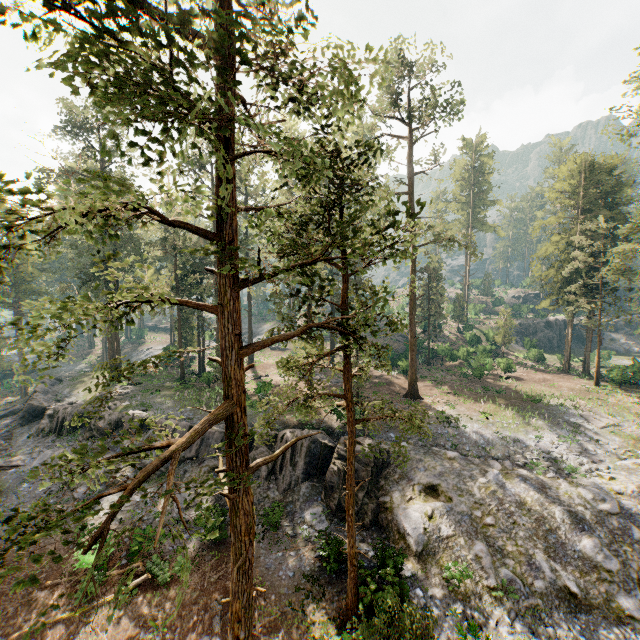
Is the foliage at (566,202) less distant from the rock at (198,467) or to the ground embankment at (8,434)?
the rock at (198,467)

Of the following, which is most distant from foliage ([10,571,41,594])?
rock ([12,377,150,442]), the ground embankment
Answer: the ground embankment

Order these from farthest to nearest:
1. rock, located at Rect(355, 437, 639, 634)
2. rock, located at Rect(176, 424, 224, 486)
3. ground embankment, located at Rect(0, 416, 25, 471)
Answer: ground embankment, located at Rect(0, 416, 25, 471)
rock, located at Rect(176, 424, 224, 486)
rock, located at Rect(355, 437, 639, 634)

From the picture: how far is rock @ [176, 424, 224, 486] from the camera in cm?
2322

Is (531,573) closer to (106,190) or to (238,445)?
(238,445)

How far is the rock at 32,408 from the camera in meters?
26.7 m

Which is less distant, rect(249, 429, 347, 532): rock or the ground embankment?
rect(249, 429, 347, 532): rock

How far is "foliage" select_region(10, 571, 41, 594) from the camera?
5.12m
